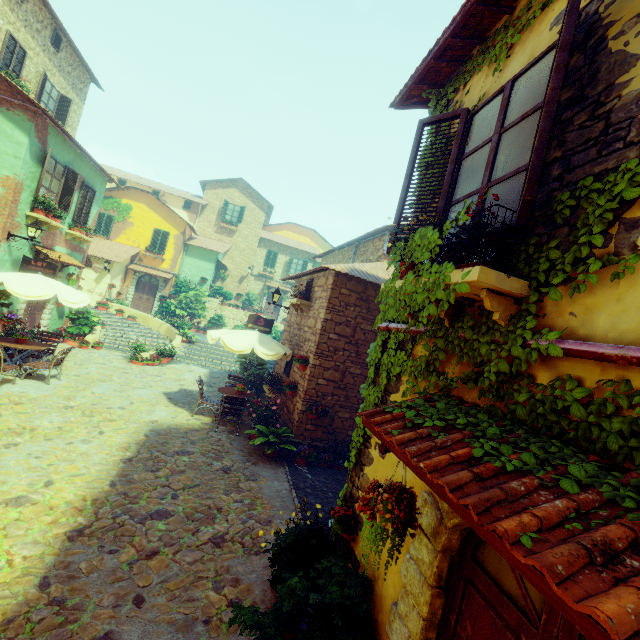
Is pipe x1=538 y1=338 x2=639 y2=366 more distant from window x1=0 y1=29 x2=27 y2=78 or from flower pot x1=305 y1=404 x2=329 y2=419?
window x1=0 y1=29 x2=27 y2=78

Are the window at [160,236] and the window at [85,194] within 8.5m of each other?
no

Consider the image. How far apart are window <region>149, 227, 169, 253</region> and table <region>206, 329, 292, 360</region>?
16.4 meters

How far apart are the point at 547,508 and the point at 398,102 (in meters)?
5.19

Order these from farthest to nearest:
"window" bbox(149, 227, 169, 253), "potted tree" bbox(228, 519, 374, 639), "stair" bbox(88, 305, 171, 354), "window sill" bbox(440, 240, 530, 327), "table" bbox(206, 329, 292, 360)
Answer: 1. "window" bbox(149, 227, 169, 253)
2. "stair" bbox(88, 305, 171, 354)
3. "table" bbox(206, 329, 292, 360)
4. "potted tree" bbox(228, 519, 374, 639)
5. "window sill" bbox(440, 240, 530, 327)

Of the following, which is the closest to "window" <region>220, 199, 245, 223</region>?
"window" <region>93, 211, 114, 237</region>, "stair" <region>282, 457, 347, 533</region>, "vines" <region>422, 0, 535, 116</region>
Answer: "vines" <region>422, 0, 535, 116</region>

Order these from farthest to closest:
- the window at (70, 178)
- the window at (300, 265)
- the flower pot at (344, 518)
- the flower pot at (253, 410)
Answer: the window at (300, 265)
the window at (70, 178)
the flower pot at (253, 410)
the flower pot at (344, 518)

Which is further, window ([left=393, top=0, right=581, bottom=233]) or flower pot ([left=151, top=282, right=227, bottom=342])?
flower pot ([left=151, top=282, right=227, bottom=342])
